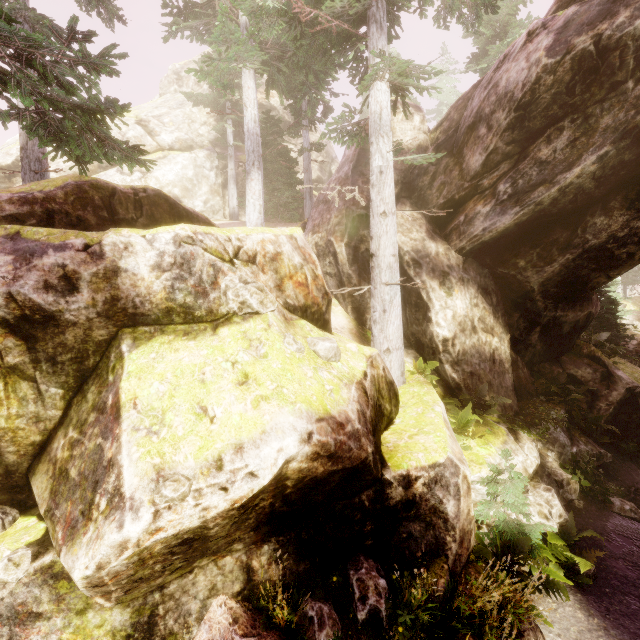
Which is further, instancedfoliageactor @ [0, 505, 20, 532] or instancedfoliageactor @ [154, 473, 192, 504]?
instancedfoliageactor @ [0, 505, 20, 532]

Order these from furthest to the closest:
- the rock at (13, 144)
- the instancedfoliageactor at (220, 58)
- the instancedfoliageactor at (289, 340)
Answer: the rock at (13, 144)
the instancedfoliageactor at (220, 58)
the instancedfoliageactor at (289, 340)

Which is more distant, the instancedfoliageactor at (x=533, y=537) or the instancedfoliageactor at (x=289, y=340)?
the instancedfoliageactor at (x=289, y=340)

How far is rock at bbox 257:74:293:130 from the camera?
32.05m

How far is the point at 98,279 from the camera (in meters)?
4.67

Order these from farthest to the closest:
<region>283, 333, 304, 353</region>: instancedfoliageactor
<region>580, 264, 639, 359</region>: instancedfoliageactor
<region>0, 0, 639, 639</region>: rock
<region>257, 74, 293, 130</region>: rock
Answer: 1. <region>257, 74, 293, 130</region>: rock
2. <region>580, 264, 639, 359</region>: instancedfoliageactor
3. <region>283, 333, 304, 353</region>: instancedfoliageactor
4. <region>0, 0, 639, 639</region>: rock
